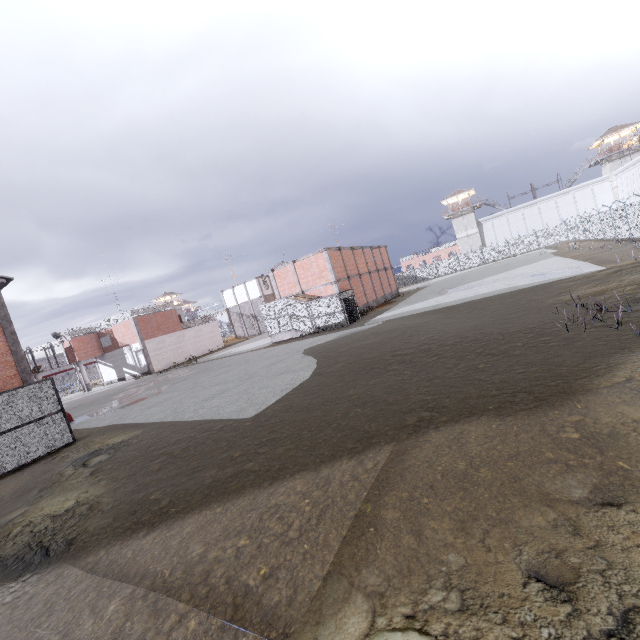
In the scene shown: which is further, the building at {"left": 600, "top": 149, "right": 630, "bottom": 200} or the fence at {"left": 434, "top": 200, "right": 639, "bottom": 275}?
the building at {"left": 600, "top": 149, "right": 630, "bottom": 200}

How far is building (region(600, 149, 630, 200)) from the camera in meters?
50.2

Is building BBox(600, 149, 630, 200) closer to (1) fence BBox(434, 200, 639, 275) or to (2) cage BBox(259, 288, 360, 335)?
(1) fence BBox(434, 200, 639, 275)

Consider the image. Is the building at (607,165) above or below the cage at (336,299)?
above

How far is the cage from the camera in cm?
2703

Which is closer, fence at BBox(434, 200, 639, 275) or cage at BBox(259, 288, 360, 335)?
fence at BBox(434, 200, 639, 275)

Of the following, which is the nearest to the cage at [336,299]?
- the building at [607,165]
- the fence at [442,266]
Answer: the fence at [442,266]

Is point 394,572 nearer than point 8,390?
Yes
